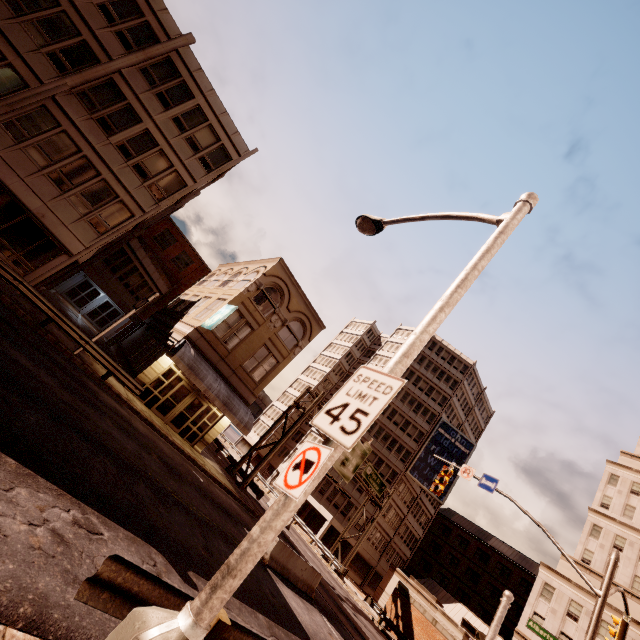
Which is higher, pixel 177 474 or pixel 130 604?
pixel 130 604

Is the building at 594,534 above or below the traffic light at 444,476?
above

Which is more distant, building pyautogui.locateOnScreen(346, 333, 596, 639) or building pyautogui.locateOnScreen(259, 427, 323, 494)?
building pyautogui.locateOnScreen(259, 427, 323, 494)

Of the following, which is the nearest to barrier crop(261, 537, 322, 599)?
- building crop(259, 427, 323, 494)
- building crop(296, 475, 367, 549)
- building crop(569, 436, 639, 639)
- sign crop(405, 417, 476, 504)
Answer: building crop(296, 475, 367, 549)

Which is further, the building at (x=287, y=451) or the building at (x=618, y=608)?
the building at (x=287, y=451)

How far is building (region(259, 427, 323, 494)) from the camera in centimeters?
5050cm

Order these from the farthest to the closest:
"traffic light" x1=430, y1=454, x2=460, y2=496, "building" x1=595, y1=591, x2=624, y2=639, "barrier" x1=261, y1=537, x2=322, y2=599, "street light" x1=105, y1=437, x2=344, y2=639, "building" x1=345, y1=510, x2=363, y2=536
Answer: "building" x1=345, y1=510, x2=363, y2=536 < "building" x1=595, y1=591, x2=624, y2=639 < "traffic light" x1=430, y1=454, x2=460, y2=496 < "barrier" x1=261, y1=537, x2=322, y2=599 < "street light" x1=105, y1=437, x2=344, y2=639

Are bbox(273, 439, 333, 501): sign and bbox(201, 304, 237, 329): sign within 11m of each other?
no
